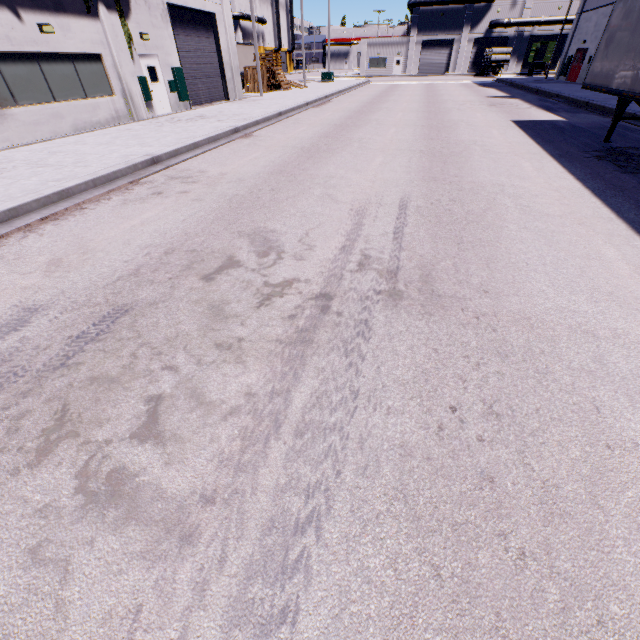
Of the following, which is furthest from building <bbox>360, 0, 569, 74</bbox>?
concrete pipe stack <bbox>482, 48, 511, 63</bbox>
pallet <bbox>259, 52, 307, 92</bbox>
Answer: concrete pipe stack <bbox>482, 48, 511, 63</bbox>

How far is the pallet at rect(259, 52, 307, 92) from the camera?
26.73m

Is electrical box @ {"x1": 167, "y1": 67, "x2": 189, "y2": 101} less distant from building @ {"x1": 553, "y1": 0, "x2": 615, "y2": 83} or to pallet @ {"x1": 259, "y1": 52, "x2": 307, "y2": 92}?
building @ {"x1": 553, "y1": 0, "x2": 615, "y2": 83}

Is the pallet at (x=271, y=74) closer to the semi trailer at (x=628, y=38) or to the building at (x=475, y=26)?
the building at (x=475, y=26)

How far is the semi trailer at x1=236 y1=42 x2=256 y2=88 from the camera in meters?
33.5 m

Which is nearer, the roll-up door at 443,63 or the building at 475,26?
the building at 475,26

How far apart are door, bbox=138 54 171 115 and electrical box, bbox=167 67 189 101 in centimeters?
82cm

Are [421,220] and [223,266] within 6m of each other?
yes
